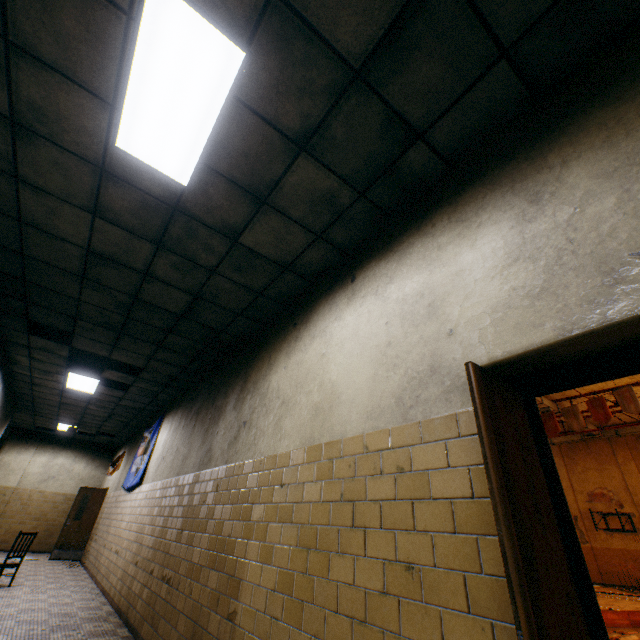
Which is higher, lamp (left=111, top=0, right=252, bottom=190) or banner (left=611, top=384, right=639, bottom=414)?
banner (left=611, top=384, right=639, bottom=414)

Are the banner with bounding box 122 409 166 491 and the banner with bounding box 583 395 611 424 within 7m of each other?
no

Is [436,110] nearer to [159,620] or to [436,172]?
[436,172]

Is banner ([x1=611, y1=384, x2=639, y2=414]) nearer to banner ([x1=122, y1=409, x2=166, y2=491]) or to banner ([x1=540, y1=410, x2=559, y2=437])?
banner ([x1=540, y1=410, x2=559, y2=437])

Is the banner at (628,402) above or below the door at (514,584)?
above

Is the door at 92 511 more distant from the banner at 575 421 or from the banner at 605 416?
the banner at 605 416

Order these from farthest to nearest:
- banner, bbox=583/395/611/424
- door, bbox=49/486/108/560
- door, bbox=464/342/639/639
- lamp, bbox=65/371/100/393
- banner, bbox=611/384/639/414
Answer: banner, bbox=583/395/611/424, banner, bbox=611/384/639/414, door, bbox=49/486/108/560, lamp, bbox=65/371/100/393, door, bbox=464/342/639/639

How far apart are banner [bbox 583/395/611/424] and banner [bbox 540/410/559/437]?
1.39m
